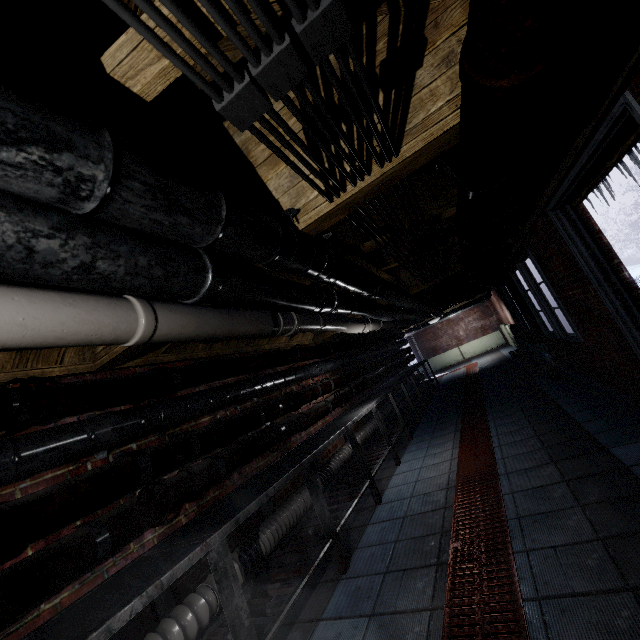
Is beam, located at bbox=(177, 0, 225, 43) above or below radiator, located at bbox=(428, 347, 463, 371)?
above

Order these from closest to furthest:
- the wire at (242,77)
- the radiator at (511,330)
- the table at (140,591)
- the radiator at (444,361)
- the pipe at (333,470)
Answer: the wire at (242,77)
the table at (140,591)
the pipe at (333,470)
the radiator at (511,330)
the radiator at (444,361)

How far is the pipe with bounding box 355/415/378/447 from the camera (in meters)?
4.53

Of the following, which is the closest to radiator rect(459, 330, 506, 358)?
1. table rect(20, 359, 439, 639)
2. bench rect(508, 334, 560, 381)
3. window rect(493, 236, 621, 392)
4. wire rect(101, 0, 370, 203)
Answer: window rect(493, 236, 621, 392)

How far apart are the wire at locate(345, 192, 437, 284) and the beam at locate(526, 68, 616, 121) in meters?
0.2 m

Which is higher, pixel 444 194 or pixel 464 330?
pixel 444 194

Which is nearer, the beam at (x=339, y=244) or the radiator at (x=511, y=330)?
the beam at (x=339, y=244)

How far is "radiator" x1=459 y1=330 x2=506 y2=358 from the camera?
12.32m
